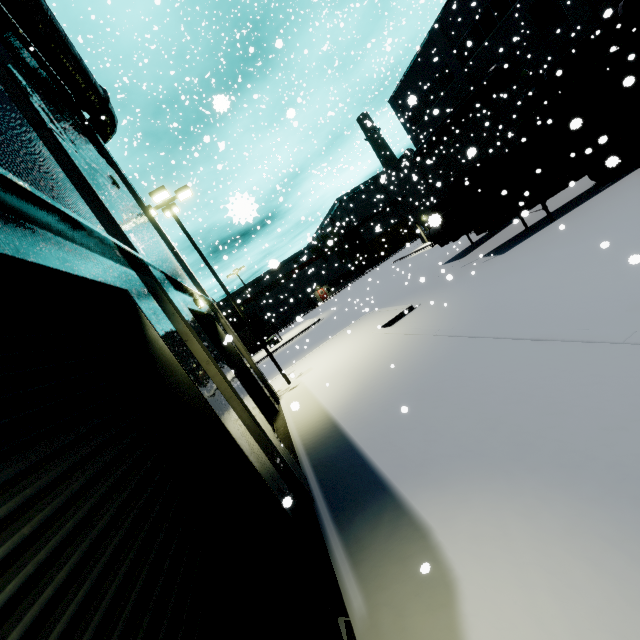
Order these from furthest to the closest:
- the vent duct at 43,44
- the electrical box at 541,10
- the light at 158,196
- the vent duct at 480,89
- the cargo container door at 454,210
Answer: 1. the vent duct at 480,89
2. the electrical box at 541,10
3. the cargo container door at 454,210
4. the light at 158,196
5. the vent duct at 43,44

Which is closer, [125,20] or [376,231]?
[376,231]

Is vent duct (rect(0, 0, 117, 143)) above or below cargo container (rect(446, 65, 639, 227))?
above

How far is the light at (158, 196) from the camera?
13.2 meters

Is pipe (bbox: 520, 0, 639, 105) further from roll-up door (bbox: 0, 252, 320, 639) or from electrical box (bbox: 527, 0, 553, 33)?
electrical box (bbox: 527, 0, 553, 33)

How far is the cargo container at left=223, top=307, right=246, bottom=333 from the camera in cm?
5025

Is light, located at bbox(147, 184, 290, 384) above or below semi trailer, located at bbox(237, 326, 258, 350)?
above

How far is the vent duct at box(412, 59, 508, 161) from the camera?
22.25m
